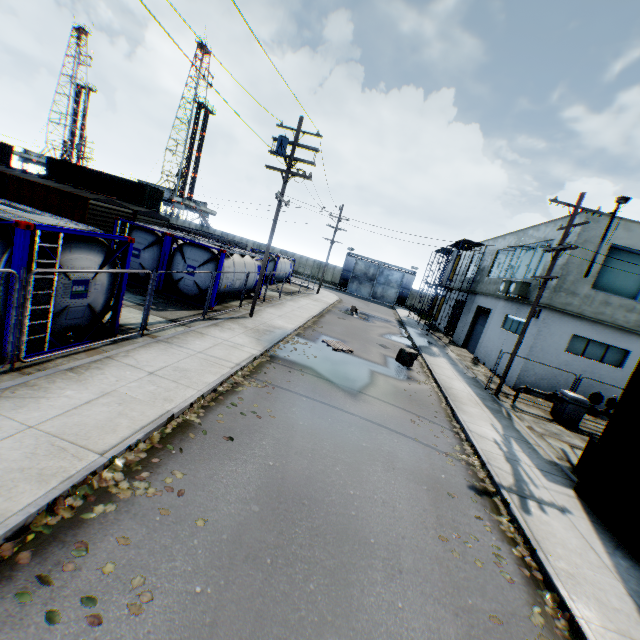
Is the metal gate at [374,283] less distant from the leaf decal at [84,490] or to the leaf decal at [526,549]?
→ the leaf decal at [526,549]

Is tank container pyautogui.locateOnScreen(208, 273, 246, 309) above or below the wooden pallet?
above

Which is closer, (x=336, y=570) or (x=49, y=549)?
(x=49, y=549)

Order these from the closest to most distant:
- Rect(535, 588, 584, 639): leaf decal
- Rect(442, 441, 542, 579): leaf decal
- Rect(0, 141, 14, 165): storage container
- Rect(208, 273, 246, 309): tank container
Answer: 1. Rect(535, 588, 584, 639): leaf decal
2. Rect(442, 441, 542, 579): leaf decal
3. Rect(208, 273, 246, 309): tank container
4. Rect(0, 141, 14, 165): storage container

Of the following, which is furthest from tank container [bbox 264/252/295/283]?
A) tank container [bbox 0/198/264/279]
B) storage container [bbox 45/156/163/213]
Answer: storage container [bbox 45/156/163/213]

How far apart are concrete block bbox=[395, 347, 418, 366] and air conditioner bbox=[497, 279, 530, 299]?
7.3m

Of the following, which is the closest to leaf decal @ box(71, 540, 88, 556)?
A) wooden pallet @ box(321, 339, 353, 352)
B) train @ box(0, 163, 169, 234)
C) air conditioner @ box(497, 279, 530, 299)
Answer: wooden pallet @ box(321, 339, 353, 352)

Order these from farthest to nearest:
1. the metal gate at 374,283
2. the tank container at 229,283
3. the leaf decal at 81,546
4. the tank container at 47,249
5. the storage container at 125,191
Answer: the metal gate at 374,283
the storage container at 125,191
the tank container at 229,283
the tank container at 47,249
the leaf decal at 81,546
